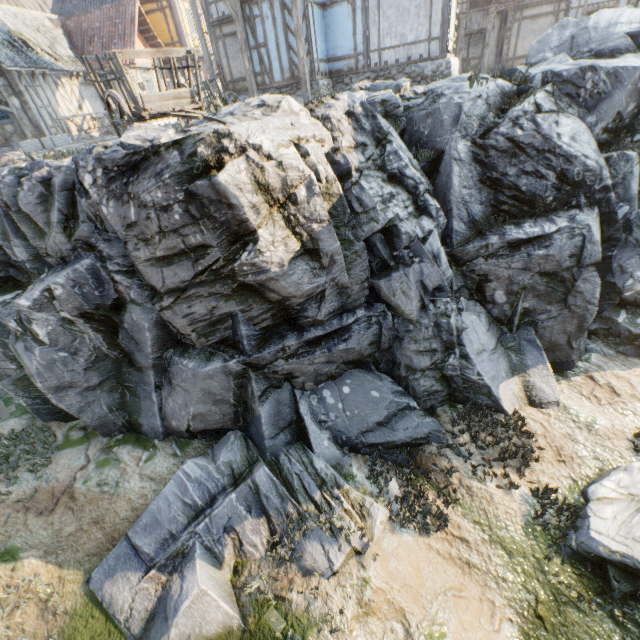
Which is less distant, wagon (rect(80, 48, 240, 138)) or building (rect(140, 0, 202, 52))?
wagon (rect(80, 48, 240, 138))

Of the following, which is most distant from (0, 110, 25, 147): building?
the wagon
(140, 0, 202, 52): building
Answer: the wagon

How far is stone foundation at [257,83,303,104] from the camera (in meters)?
13.84

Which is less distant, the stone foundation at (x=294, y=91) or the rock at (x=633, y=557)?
the rock at (x=633, y=557)

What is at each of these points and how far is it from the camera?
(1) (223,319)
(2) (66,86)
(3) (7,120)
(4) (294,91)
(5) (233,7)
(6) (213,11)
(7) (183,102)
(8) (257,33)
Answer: (1) rock, 7.35m
(2) building, 18.08m
(3) building, 16.84m
(4) stone foundation, 13.92m
(5) wooden structure, 12.48m
(6) building, 15.15m
(7) wagon, 6.98m
(8) building, 13.27m

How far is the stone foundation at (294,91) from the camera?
13.8 meters

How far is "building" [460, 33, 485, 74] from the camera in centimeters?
1898cm

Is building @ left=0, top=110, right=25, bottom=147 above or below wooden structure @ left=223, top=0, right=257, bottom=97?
below
